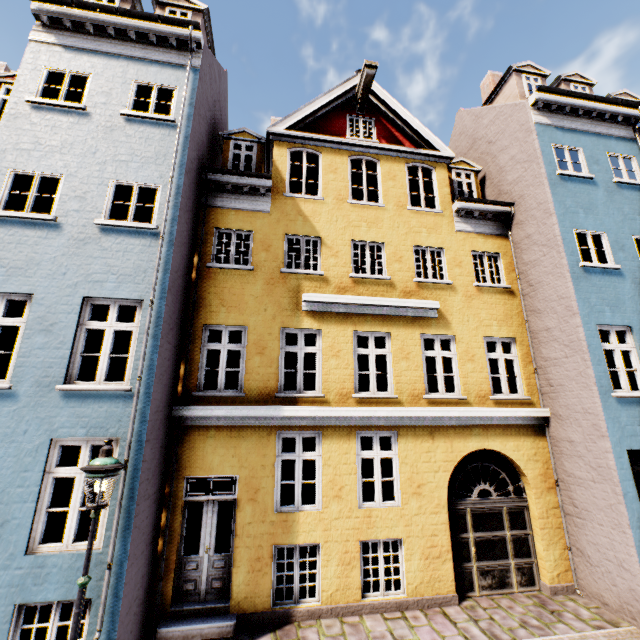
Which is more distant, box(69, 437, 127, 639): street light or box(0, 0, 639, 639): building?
box(0, 0, 639, 639): building

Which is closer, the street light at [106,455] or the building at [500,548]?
the street light at [106,455]

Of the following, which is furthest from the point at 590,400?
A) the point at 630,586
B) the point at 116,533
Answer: the point at 116,533
